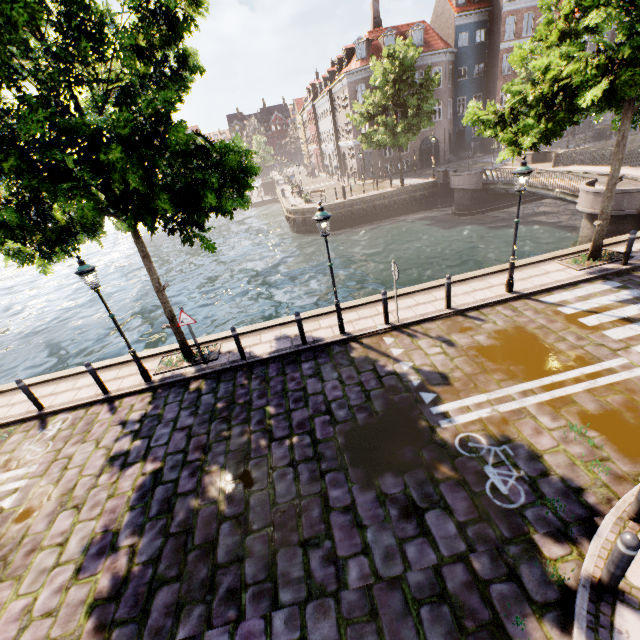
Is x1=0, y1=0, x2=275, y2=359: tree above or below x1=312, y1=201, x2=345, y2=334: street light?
above

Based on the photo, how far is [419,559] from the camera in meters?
4.5

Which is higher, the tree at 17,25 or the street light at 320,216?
the tree at 17,25

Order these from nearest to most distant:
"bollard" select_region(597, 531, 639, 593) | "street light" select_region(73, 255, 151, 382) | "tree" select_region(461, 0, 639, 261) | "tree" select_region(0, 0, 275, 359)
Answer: "bollard" select_region(597, 531, 639, 593) → "tree" select_region(0, 0, 275, 359) → "tree" select_region(461, 0, 639, 261) → "street light" select_region(73, 255, 151, 382)

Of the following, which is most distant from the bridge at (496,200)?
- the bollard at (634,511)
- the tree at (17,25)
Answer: the bollard at (634,511)

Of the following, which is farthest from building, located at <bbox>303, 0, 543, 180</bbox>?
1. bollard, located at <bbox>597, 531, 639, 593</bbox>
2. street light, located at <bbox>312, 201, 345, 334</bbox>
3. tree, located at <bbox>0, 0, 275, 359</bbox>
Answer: bollard, located at <bbox>597, 531, 639, 593</bbox>

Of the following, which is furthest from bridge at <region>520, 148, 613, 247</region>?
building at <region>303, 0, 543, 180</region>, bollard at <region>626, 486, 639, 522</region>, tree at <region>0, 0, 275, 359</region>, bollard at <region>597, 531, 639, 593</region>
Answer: bollard at <region>597, 531, 639, 593</region>

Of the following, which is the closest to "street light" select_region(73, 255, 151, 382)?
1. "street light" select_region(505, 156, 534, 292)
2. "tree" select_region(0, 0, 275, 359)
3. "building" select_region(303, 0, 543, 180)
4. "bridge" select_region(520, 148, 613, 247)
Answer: "tree" select_region(0, 0, 275, 359)
